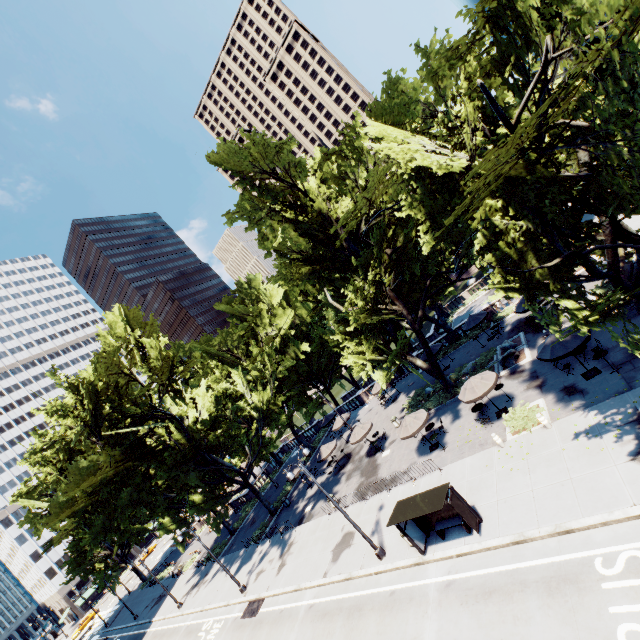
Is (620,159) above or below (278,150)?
below

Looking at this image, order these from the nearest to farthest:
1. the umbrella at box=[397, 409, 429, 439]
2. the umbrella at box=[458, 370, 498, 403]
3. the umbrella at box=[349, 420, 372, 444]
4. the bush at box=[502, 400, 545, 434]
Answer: the bush at box=[502, 400, 545, 434], the umbrella at box=[458, 370, 498, 403], the umbrella at box=[397, 409, 429, 439], the umbrella at box=[349, 420, 372, 444]

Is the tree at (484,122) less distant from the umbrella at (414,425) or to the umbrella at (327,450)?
the umbrella at (414,425)

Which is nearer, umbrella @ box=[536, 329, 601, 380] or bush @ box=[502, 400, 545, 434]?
umbrella @ box=[536, 329, 601, 380]

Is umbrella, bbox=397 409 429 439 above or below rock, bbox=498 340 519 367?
above

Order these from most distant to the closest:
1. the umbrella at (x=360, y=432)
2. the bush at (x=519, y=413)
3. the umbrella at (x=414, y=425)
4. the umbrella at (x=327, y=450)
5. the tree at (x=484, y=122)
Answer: the umbrella at (x=327, y=450)
the umbrella at (x=360, y=432)
the umbrella at (x=414, y=425)
the bush at (x=519, y=413)
the tree at (x=484, y=122)

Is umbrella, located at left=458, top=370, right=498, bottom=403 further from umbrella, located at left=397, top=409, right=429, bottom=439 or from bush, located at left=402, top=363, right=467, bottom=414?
bush, located at left=402, top=363, right=467, bottom=414

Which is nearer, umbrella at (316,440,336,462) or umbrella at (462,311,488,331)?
umbrella at (462,311,488,331)
